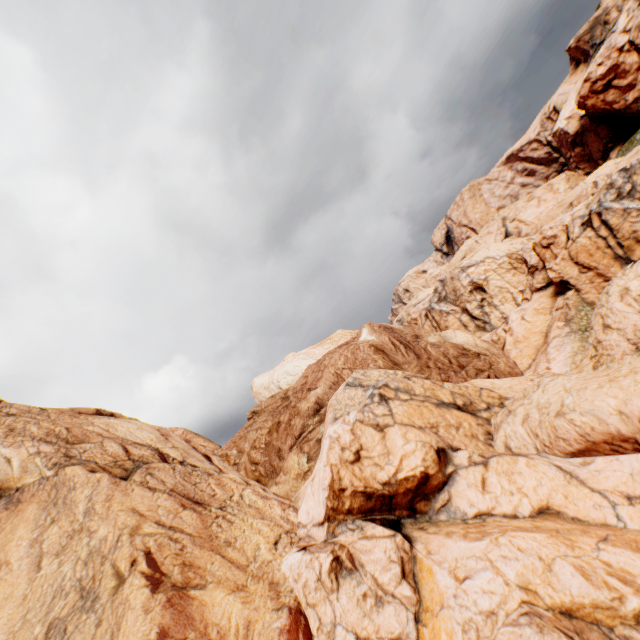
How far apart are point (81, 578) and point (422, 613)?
9.0m
